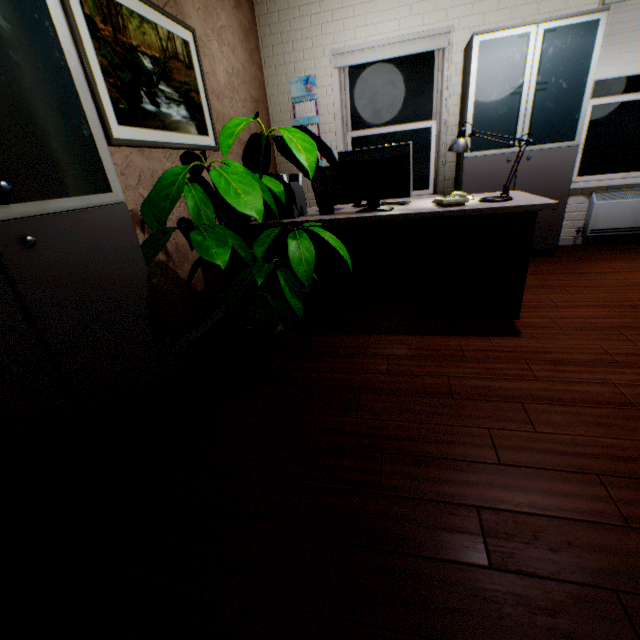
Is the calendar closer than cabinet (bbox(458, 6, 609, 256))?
No

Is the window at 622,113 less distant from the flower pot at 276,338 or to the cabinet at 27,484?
the flower pot at 276,338

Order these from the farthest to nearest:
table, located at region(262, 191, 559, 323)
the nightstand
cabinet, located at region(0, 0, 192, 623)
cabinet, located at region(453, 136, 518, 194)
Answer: cabinet, located at region(453, 136, 518, 194) < the nightstand < table, located at region(262, 191, 559, 323) < cabinet, located at region(0, 0, 192, 623)

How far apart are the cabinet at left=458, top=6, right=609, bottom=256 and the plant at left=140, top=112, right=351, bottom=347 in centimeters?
270cm

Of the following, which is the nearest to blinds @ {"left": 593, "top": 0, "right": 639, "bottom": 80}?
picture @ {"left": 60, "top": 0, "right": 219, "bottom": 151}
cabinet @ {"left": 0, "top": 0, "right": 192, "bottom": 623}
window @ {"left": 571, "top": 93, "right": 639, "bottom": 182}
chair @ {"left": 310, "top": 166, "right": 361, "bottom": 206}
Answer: window @ {"left": 571, "top": 93, "right": 639, "bottom": 182}

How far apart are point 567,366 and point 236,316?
2.0 meters

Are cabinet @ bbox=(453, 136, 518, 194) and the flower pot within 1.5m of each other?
no

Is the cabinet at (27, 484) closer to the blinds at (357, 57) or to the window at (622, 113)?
the blinds at (357, 57)
